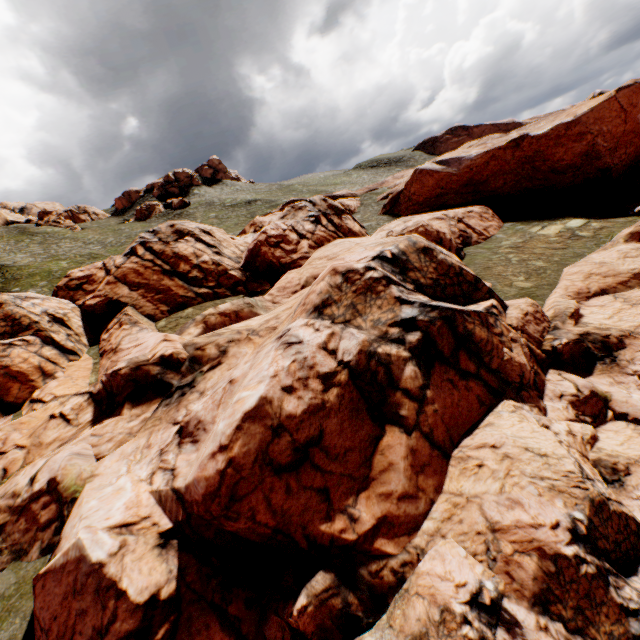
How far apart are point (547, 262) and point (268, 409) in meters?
24.3 m
